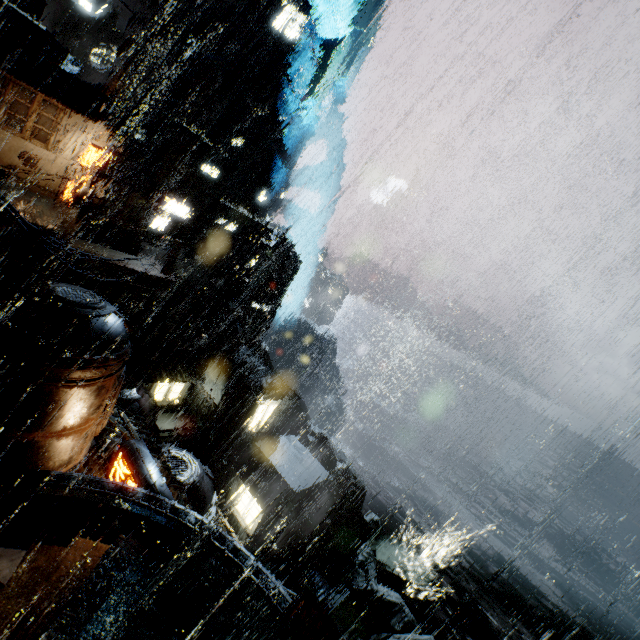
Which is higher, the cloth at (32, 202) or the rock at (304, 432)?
the cloth at (32, 202)

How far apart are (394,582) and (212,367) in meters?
45.2 m

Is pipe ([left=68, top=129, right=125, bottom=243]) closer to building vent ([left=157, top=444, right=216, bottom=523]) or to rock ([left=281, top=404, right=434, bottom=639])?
building vent ([left=157, top=444, right=216, bottom=523])

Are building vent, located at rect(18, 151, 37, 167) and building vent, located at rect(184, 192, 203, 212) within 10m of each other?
no

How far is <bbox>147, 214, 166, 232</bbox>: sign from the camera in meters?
32.1

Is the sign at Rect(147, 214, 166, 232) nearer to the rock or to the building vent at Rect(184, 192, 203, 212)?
the building vent at Rect(184, 192, 203, 212)

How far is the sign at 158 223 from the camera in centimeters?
3206cm

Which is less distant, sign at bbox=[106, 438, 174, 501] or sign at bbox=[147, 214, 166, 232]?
sign at bbox=[106, 438, 174, 501]
